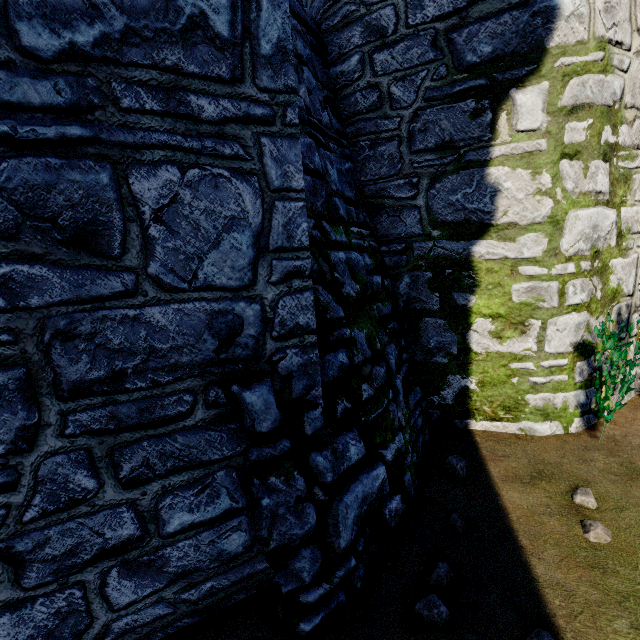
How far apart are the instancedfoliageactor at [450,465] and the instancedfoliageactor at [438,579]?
1.2m

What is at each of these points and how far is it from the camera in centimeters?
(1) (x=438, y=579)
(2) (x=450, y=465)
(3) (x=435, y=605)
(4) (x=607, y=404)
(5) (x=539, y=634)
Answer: (1) instancedfoliageactor, 253cm
(2) instancedfoliageactor, 380cm
(3) instancedfoliageactor, 231cm
(4) ivy, 399cm
(5) instancedfoliageactor, 209cm

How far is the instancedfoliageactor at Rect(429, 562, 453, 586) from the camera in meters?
2.5 m

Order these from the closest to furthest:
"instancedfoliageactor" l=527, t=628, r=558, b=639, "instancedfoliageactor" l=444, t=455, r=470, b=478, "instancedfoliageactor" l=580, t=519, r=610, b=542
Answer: "instancedfoliageactor" l=527, t=628, r=558, b=639, "instancedfoliageactor" l=580, t=519, r=610, b=542, "instancedfoliageactor" l=444, t=455, r=470, b=478

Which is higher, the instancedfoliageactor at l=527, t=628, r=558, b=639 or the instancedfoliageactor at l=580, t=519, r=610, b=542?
the instancedfoliageactor at l=527, t=628, r=558, b=639

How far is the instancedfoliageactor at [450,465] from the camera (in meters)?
3.68

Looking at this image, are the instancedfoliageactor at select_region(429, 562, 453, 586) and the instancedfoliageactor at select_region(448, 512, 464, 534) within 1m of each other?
yes

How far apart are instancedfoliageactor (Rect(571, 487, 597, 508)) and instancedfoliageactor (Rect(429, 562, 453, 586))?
1.65m
